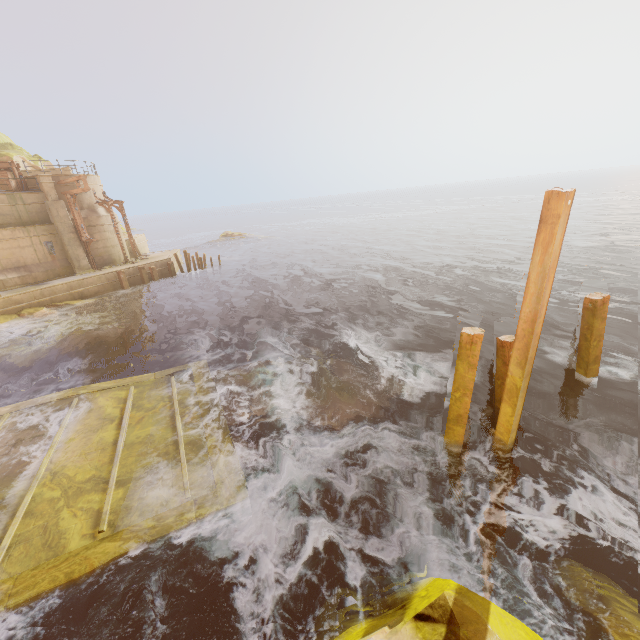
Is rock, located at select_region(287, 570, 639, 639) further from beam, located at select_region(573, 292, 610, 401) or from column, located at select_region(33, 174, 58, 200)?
column, located at select_region(33, 174, 58, 200)

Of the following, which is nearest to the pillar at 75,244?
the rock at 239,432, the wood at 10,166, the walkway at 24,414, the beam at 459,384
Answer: the wood at 10,166

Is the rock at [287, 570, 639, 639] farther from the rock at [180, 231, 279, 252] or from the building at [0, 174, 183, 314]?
the rock at [180, 231, 279, 252]

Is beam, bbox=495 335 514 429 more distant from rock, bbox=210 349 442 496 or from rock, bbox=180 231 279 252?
rock, bbox=180 231 279 252

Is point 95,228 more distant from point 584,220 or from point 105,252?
point 584,220

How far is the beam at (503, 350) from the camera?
7.0m

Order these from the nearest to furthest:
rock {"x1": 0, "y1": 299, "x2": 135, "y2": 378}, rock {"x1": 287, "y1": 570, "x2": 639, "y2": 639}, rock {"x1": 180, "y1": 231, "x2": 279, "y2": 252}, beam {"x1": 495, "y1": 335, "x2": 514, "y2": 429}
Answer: rock {"x1": 287, "y1": 570, "x2": 639, "y2": 639} → beam {"x1": 495, "y1": 335, "x2": 514, "y2": 429} → rock {"x1": 0, "y1": 299, "x2": 135, "y2": 378} → rock {"x1": 180, "y1": 231, "x2": 279, "y2": 252}

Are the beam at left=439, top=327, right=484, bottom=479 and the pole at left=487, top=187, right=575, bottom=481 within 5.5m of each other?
yes
